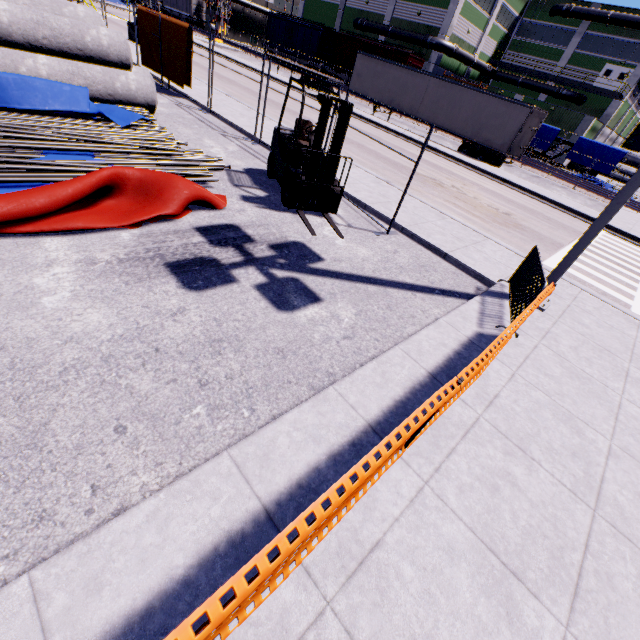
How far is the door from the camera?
36.8 meters

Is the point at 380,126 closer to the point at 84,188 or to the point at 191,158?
the point at 191,158

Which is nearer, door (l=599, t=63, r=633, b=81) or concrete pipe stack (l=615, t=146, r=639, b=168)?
door (l=599, t=63, r=633, b=81)

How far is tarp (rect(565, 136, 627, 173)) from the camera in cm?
2797

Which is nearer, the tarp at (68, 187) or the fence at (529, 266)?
the tarp at (68, 187)

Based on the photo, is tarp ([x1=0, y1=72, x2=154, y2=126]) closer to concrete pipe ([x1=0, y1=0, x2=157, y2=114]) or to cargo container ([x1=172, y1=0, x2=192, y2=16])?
concrete pipe ([x1=0, y1=0, x2=157, y2=114])

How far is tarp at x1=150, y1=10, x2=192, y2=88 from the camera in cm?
1165

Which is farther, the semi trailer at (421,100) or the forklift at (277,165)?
the semi trailer at (421,100)
